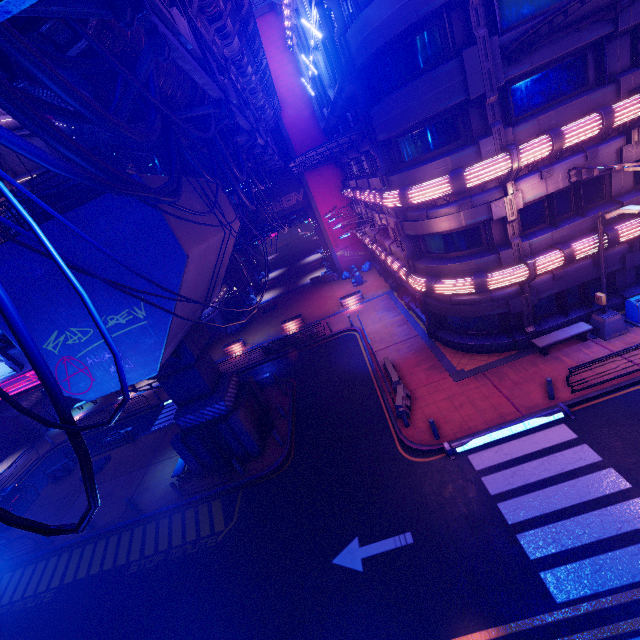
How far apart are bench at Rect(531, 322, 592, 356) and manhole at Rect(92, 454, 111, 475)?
27.78m

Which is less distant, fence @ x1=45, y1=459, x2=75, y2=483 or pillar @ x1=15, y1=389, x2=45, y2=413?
fence @ x1=45, y1=459, x2=75, y2=483

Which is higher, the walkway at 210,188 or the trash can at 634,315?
the walkway at 210,188

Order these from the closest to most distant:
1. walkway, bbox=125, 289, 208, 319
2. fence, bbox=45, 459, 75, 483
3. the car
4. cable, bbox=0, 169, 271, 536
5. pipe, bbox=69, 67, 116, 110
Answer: cable, bbox=0, 169, 271, 536 < pipe, bbox=69, 67, 116, 110 < walkway, bbox=125, 289, 208, 319 < the car < fence, bbox=45, 459, 75, 483

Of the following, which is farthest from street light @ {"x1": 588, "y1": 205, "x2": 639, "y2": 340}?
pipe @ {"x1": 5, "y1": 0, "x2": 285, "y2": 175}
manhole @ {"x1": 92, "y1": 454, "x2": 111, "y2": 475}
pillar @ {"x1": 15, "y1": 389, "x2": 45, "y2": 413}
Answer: pillar @ {"x1": 15, "y1": 389, "x2": 45, "y2": 413}

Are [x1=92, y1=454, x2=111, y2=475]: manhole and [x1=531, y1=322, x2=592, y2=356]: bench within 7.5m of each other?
no

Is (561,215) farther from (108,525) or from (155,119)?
(108,525)

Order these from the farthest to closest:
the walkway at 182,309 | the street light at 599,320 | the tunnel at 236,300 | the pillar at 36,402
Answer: the tunnel at 236,300 → the pillar at 36,402 → the street light at 599,320 → the walkway at 182,309
